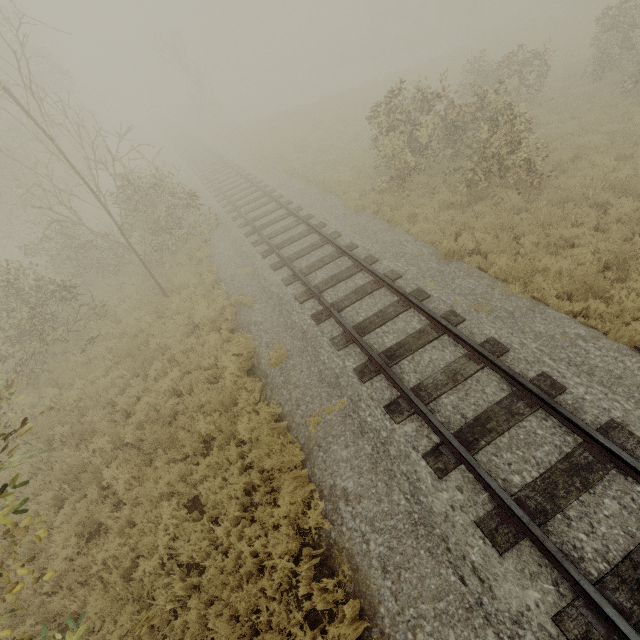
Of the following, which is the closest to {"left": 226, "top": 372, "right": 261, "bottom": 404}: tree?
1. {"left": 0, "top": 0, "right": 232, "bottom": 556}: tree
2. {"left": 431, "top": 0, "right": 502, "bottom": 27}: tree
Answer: {"left": 0, "top": 0, "right": 232, "bottom": 556}: tree

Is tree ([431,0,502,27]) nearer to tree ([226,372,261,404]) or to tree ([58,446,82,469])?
tree ([58,446,82,469])

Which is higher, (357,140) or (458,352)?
(458,352)

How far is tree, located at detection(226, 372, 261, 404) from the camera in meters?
7.2

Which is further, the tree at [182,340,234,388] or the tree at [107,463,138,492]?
the tree at [182,340,234,388]

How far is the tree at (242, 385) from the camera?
7.2m

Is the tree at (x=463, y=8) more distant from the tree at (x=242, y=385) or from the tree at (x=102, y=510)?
the tree at (x=242, y=385)
